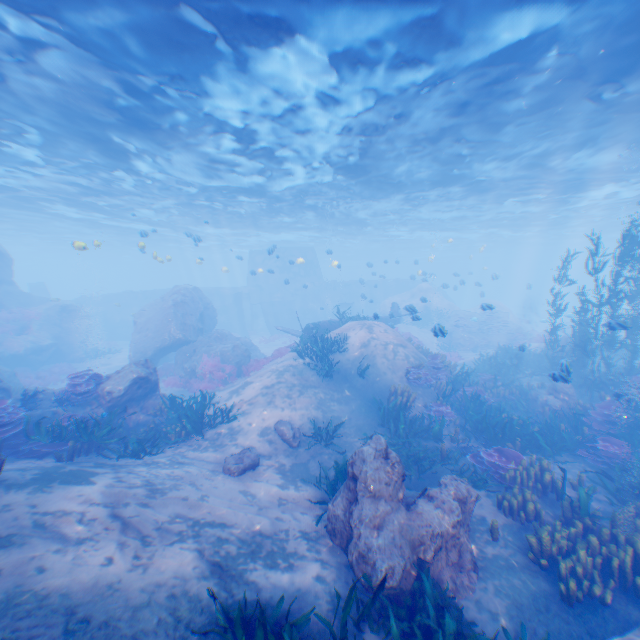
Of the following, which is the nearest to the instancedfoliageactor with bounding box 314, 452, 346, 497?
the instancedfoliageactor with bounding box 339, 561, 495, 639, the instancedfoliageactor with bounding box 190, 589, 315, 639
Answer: the instancedfoliageactor with bounding box 339, 561, 495, 639

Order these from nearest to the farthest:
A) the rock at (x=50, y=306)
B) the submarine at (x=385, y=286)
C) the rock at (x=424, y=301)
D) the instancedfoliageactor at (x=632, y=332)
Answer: the instancedfoliageactor at (x=632, y=332) → the rock at (x=50, y=306) → the rock at (x=424, y=301) → the submarine at (x=385, y=286)

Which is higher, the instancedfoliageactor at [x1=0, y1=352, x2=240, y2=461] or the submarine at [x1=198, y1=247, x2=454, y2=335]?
the submarine at [x1=198, y1=247, x2=454, y2=335]

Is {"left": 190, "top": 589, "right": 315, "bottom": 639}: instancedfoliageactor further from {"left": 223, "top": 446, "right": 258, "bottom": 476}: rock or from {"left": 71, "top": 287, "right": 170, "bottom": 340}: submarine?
{"left": 71, "top": 287, "right": 170, "bottom": 340}: submarine

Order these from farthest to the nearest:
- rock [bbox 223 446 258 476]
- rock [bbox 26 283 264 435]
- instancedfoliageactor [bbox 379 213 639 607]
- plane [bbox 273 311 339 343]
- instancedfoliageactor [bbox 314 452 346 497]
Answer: plane [bbox 273 311 339 343] < rock [bbox 26 283 264 435] < rock [bbox 223 446 258 476] < instancedfoliageactor [bbox 314 452 346 497] < instancedfoliageactor [bbox 379 213 639 607]

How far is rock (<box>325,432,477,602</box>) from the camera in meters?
5.6 m

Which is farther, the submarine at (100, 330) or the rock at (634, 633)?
the submarine at (100, 330)

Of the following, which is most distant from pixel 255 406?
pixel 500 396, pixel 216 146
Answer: pixel 216 146
